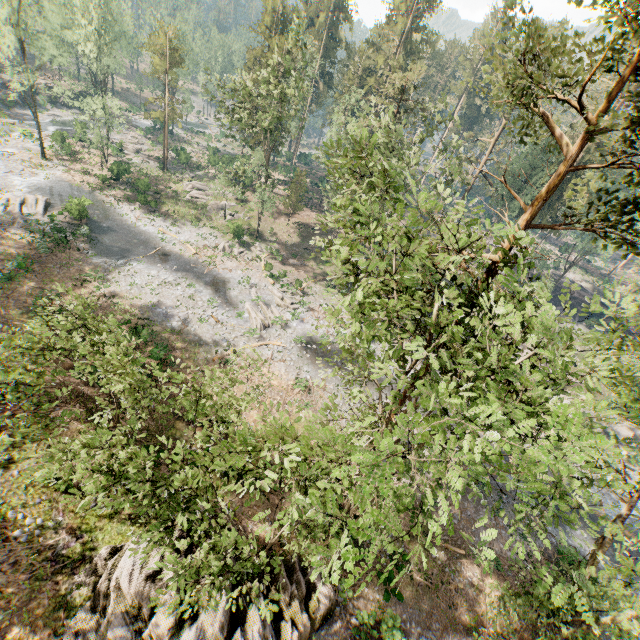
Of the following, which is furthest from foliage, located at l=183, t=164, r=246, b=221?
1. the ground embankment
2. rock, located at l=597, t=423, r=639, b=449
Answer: the ground embankment

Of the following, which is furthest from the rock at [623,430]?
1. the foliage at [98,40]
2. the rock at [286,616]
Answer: the rock at [286,616]

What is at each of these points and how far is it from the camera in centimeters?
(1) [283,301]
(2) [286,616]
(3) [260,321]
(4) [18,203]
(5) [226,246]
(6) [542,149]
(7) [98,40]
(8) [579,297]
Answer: (1) foliage, 3525cm
(2) rock, 1358cm
(3) foliage, 3072cm
(4) foliage, 3350cm
(5) foliage, 3956cm
(6) foliage, 3991cm
(7) foliage, 4625cm
(8) ground embankment, 5044cm

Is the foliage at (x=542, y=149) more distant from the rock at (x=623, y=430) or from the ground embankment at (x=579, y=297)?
the ground embankment at (x=579, y=297)

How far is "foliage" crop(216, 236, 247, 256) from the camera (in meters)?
39.34

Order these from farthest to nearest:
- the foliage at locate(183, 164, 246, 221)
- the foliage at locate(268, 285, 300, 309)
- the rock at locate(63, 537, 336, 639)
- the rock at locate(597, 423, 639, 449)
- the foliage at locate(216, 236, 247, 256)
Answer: the foliage at locate(216, 236, 247, 256), the foliage at locate(183, 164, 246, 221), the foliage at locate(268, 285, 300, 309), the rock at locate(597, 423, 639, 449), the rock at locate(63, 537, 336, 639)
